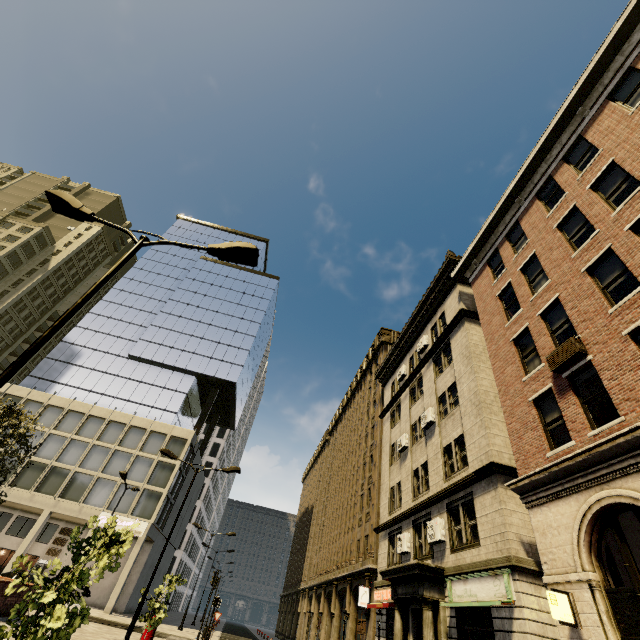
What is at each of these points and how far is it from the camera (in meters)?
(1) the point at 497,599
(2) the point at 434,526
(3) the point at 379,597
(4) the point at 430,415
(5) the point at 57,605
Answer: (1) sign, 11.10
(2) air conditioner, 15.59
(3) sign, 19.75
(4) air conditioner, 19.20
(5) tree, 6.52

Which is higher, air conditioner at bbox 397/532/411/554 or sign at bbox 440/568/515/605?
air conditioner at bbox 397/532/411/554

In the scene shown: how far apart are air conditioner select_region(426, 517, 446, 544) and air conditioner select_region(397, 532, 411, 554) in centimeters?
267cm

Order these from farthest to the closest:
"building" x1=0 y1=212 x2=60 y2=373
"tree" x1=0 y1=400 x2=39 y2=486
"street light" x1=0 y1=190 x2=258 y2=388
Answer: "building" x1=0 y1=212 x2=60 y2=373
"tree" x1=0 y1=400 x2=39 y2=486
"street light" x1=0 y1=190 x2=258 y2=388

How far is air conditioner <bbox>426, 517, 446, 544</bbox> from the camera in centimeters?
1501cm

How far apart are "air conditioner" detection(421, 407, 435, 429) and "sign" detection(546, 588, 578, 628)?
10.3 meters

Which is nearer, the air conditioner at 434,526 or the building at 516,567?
the building at 516,567
